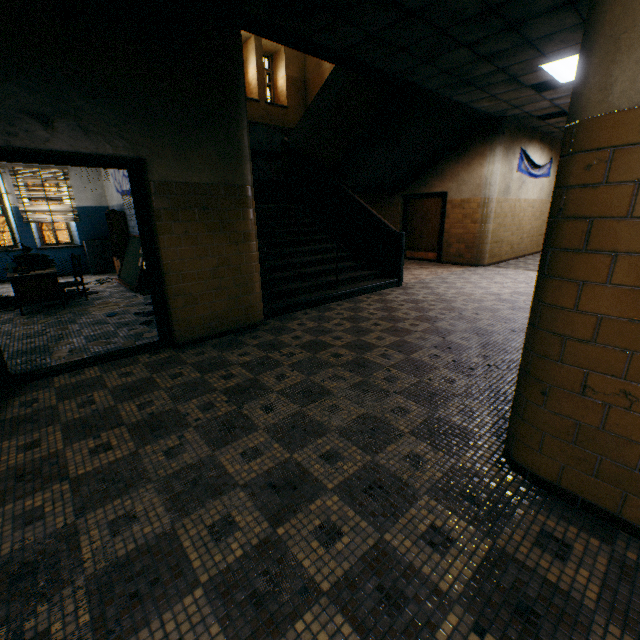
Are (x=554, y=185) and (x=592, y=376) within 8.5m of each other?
yes

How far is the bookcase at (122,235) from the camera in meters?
8.4 m

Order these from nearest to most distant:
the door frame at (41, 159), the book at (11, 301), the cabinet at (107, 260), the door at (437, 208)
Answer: the door frame at (41, 159) < the book at (11, 301) < the cabinet at (107, 260) < the door at (437, 208)

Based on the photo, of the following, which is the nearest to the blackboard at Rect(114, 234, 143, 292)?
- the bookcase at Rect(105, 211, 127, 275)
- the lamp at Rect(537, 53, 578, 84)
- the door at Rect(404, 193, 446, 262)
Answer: the bookcase at Rect(105, 211, 127, 275)

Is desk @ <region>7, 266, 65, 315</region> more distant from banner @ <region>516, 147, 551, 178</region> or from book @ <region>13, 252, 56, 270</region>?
banner @ <region>516, 147, 551, 178</region>

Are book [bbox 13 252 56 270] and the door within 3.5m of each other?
no

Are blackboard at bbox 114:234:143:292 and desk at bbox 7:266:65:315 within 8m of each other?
yes
